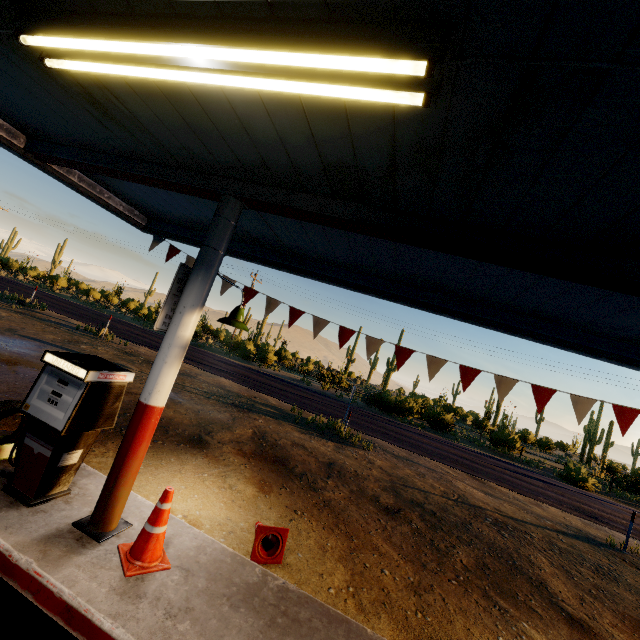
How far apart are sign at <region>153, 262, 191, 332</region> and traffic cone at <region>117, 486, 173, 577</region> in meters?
1.7

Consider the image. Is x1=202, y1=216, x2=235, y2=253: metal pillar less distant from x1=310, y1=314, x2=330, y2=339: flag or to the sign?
the sign

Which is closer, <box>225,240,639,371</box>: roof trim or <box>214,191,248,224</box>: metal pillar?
<box>214,191,248,224</box>: metal pillar

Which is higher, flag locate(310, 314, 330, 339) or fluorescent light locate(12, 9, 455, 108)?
fluorescent light locate(12, 9, 455, 108)

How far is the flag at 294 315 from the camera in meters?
A: 5.8 m

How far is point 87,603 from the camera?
2.6 meters

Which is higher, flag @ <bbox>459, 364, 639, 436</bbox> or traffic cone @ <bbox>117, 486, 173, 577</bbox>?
flag @ <bbox>459, 364, 639, 436</bbox>

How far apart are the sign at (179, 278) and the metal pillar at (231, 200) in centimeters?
2cm
